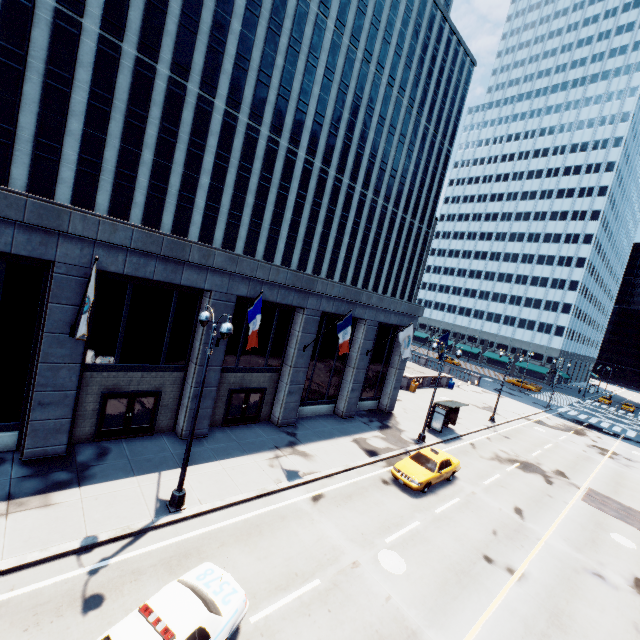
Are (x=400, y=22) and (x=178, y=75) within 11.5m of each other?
no

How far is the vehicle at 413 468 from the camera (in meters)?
16.83

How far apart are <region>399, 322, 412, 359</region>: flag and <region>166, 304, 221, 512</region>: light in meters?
14.1 m

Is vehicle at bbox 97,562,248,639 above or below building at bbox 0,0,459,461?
below

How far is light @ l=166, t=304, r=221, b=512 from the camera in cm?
1130

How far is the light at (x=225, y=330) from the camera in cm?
1041

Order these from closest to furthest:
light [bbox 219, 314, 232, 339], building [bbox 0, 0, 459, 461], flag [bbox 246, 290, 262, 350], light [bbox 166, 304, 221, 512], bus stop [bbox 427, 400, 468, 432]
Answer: light [bbox 219, 314, 232, 339] → light [bbox 166, 304, 221, 512] → building [bbox 0, 0, 459, 461] → flag [bbox 246, 290, 262, 350] → bus stop [bbox 427, 400, 468, 432]

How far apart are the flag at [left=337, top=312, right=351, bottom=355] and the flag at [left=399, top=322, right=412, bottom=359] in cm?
598
